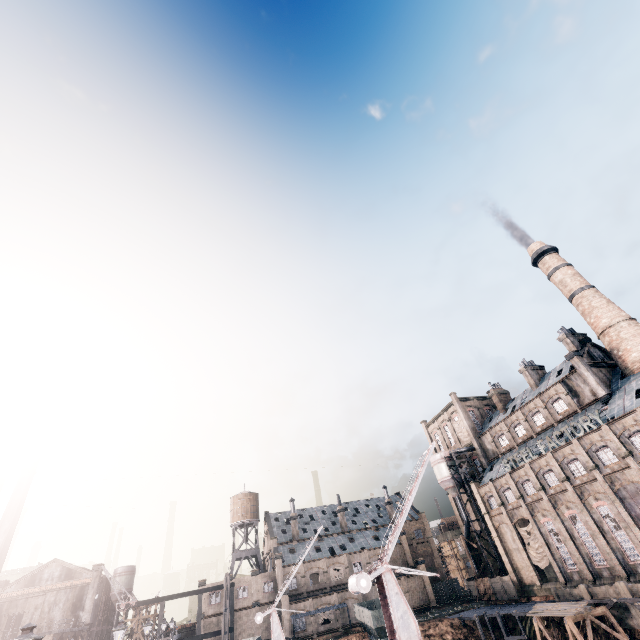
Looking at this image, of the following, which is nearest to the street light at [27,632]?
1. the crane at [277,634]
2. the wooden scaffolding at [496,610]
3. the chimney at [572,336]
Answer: the crane at [277,634]

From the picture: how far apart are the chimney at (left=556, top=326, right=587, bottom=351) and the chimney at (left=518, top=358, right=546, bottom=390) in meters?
7.5

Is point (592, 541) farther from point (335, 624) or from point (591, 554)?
point (335, 624)

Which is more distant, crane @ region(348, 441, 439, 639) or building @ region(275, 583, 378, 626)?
building @ region(275, 583, 378, 626)

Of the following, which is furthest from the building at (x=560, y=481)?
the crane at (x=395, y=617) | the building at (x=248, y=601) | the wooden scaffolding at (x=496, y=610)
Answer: the crane at (x=395, y=617)

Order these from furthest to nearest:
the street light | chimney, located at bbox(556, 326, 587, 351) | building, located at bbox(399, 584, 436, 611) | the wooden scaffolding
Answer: building, located at bbox(399, 584, 436, 611), chimney, located at bbox(556, 326, 587, 351), the wooden scaffolding, the street light

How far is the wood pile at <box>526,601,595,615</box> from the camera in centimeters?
3259cm

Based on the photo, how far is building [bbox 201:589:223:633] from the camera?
55.06m
